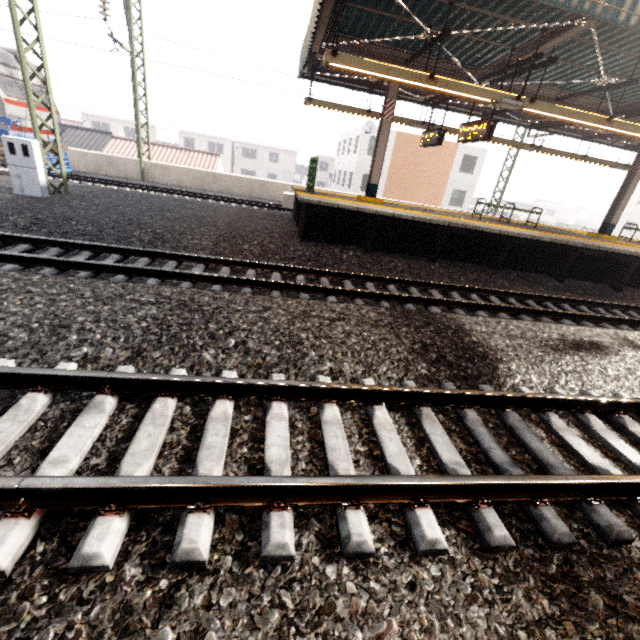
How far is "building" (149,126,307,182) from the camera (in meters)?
47.06

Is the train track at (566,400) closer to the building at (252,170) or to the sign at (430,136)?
the sign at (430,136)

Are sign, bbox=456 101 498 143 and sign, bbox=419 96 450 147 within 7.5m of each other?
yes

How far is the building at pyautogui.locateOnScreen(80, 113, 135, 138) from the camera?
44.50m

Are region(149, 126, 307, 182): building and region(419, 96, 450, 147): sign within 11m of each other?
no

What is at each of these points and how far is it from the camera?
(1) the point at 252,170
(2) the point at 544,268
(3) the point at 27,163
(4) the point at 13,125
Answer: (1) building, 50.6 meters
(2) platform underside, 9.9 meters
(3) electrical box, 8.7 meters
(4) train, 11.9 meters

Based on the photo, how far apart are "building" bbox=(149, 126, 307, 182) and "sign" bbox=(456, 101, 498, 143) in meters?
45.8 m

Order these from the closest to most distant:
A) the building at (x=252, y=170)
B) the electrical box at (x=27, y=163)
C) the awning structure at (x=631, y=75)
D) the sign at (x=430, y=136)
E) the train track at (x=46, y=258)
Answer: the train track at (x=46, y=258) → the awning structure at (x=631, y=75) → the electrical box at (x=27, y=163) → the sign at (x=430, y=136) → the building at (x=252, y=170)
